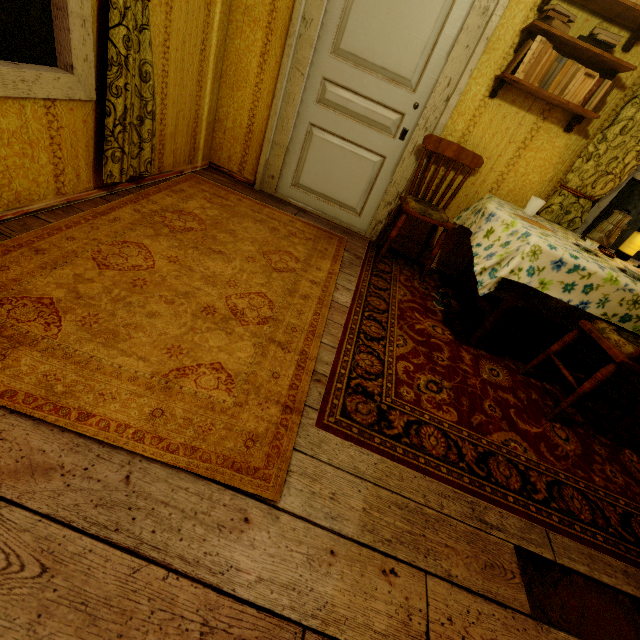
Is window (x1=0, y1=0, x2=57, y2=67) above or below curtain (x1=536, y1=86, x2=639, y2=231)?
below

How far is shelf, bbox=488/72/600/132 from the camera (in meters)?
2.36

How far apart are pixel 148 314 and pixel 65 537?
0.93m

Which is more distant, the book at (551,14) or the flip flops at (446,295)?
the flip flops at (446,295)

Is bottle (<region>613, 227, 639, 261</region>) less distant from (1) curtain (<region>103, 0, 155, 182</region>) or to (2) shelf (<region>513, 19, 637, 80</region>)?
(2) shelf (<region>513, 19, 637, 80</region>)

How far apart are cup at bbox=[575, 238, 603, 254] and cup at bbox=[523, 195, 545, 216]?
0.5 meters

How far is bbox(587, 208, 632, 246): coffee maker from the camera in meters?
2.5

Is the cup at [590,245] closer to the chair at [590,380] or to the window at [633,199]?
the chair at [590,380]
